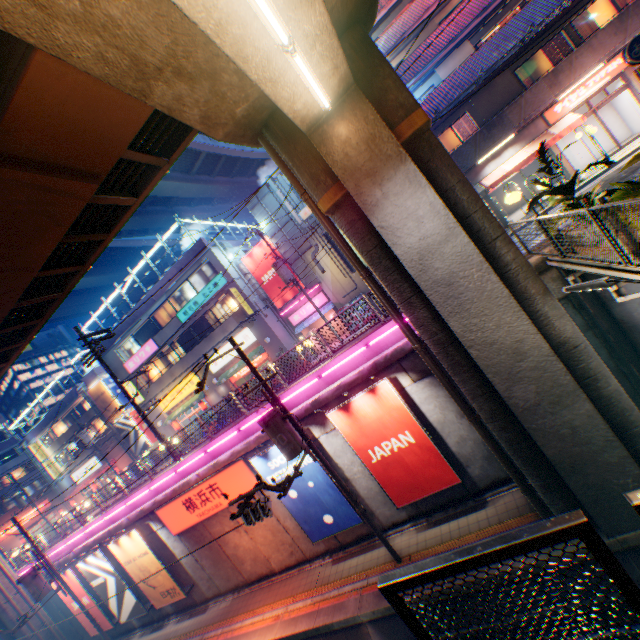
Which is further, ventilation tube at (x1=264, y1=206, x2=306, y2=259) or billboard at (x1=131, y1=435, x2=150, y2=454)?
billboard at (x1=131, y1=435, x2=150, y2=454)

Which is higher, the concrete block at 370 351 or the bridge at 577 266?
the concrete block at 370 351

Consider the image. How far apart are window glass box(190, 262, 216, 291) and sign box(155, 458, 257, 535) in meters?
15.2 m

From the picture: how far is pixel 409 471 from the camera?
11.3 meters

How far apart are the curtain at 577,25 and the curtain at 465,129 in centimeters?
559cm

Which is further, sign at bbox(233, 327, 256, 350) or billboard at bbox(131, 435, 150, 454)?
billboard at bbox(131, 435, 150, 454)

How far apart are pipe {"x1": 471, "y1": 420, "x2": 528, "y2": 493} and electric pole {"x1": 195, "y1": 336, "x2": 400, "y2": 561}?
4.4 meters

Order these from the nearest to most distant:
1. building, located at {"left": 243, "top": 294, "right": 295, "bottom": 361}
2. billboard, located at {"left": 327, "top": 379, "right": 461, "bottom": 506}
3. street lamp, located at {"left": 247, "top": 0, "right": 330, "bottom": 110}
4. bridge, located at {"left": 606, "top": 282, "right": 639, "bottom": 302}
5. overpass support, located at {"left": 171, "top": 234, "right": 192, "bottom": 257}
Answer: street lamp, located at {"left": 247, "top": 0, "right": 330, "bottom": 110} < bridge, located at {"left": 606, "top": 282, "right": 639, "bottom": 302} < billboard, located at {"left": 327, "top": 379, "right": 461, "bottom": 506} < building, located at {"left": 243, "top": 294, "right": 295, "bottom": 361} < overpass support, located at {"left": 171, "top": 234, "right": 192, "bottom": 257}
